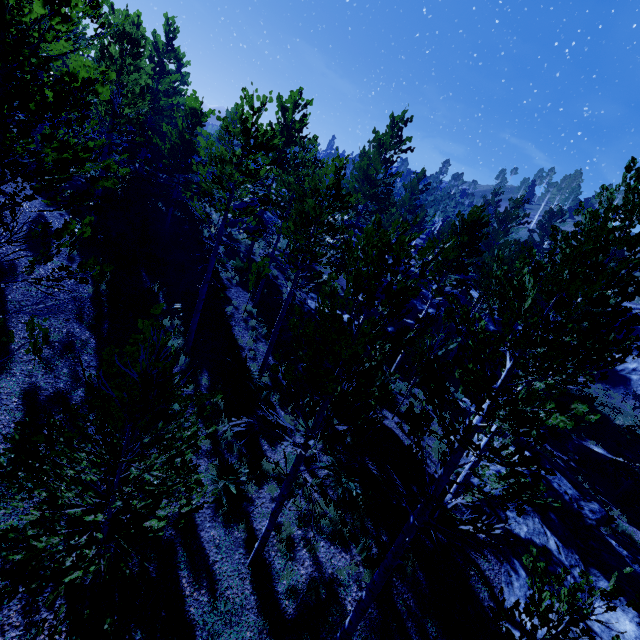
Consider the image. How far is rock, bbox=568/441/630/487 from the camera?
18.7 meters

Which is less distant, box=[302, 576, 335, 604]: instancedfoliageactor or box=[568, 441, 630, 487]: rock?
box=[302, 576, 335, 604]: instancedfoliageactor

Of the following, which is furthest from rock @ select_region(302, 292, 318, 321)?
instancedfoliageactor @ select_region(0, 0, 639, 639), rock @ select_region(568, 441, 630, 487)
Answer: rock @ select_region(568, 441, 630, 487)

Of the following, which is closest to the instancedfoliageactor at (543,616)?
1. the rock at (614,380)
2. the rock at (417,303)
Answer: the rock at (417,303)

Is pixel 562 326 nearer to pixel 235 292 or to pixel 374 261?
pixel 374 261

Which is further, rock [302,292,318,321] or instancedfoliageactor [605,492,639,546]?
rock [302,292,318,321]

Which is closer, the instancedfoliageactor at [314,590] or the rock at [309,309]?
the instancedfoliageactor at [314,590]

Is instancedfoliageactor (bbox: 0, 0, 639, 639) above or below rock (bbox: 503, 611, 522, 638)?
above
